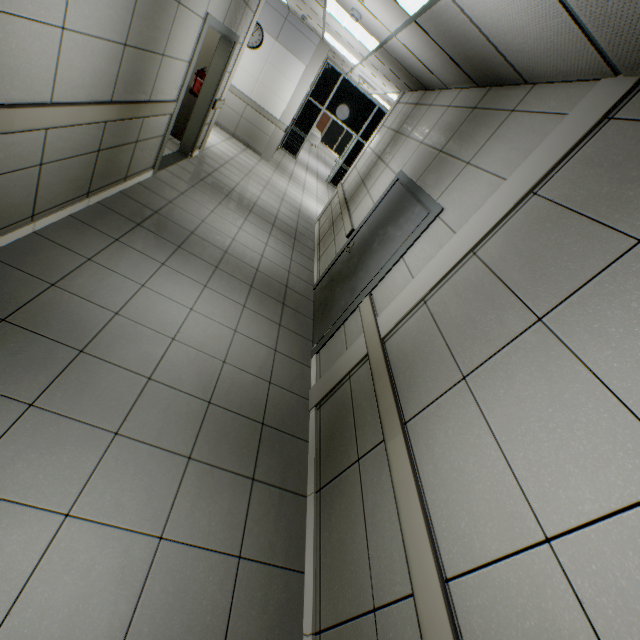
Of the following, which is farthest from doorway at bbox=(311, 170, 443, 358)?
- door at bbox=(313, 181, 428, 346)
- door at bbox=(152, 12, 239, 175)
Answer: door at bbox=(152, 12, 239, 175)

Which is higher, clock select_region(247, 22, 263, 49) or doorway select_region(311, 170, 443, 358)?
clock select_region(247, 22, 263, 49)

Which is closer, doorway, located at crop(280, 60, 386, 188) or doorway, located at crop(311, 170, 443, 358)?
doorway, located at crop(311, 170, 443, 358)

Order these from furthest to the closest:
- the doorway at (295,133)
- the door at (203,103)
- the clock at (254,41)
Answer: the doorway at (295,133) < the clock at (254,41) < the door at (203,103)

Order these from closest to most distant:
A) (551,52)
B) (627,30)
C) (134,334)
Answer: (627,30) < (551,52) < (134,334)

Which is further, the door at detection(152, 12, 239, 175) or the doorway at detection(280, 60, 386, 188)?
the doorway at detection(280, 60, 386, 188)

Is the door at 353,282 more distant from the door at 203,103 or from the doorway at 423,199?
the door at 203,103

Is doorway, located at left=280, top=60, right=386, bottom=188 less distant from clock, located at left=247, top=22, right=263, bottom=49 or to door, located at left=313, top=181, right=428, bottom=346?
clock, located at left=247, top=22, right=263, bottom=49
